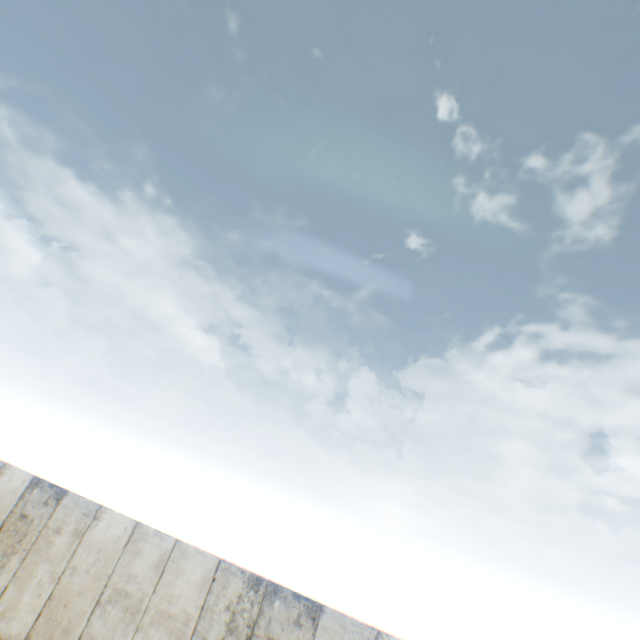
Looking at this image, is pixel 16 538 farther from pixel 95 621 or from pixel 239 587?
pixel 239 587
